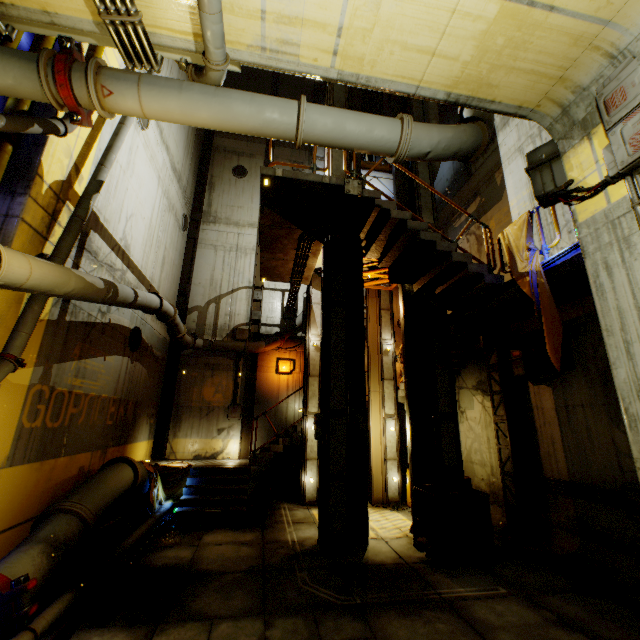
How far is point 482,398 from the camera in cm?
1091

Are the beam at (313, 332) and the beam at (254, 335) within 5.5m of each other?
yes

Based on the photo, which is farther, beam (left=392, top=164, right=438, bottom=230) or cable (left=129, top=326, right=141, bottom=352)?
beam (left=392, top=164, right=438, bottom=230)

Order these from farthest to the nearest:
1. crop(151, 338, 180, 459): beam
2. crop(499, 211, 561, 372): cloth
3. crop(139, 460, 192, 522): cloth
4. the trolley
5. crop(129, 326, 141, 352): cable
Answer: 1. crop(151, 338, 180, 459): beam
2. crop(129, 326, 141, 352): cable
3. crop(139, 460, 192, 522): cloth
4. the trolley
5. crop(499, 211, 561, 372): cloth

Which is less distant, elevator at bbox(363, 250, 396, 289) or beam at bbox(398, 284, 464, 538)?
beam at bbox(398, 284, 464, 538)

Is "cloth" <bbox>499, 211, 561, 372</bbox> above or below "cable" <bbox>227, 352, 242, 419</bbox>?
above

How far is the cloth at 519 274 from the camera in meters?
5.9

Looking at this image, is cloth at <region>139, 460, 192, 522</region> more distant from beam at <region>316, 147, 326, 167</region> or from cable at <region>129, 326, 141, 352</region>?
beam at <region>316, 147, 326, 167</region>
